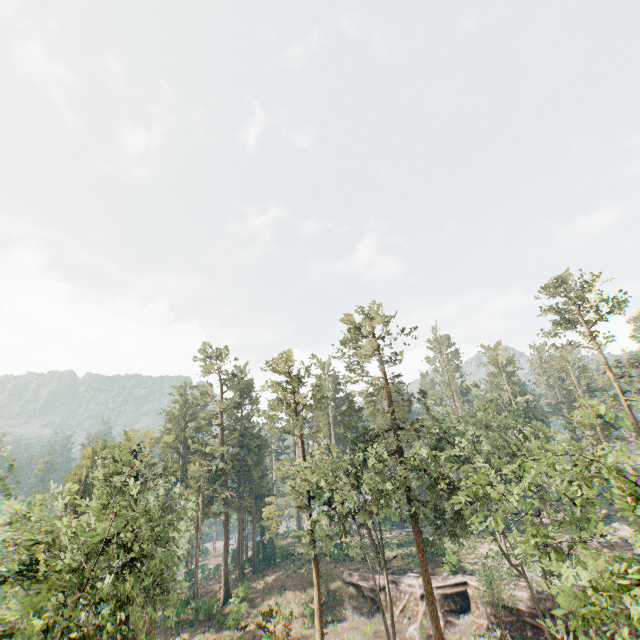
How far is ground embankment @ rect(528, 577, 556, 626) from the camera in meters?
28.3

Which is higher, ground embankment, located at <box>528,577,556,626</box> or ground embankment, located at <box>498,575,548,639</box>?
ground embankment, located at <box>528,577,556,626</box>

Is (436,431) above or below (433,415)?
below

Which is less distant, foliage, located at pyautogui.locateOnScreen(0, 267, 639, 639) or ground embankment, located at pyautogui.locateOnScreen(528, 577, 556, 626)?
foliage, located at pyautogui.locateOnScreen(0, 267, 639, 639)

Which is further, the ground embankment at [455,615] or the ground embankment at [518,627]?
the ground embankment at [455,615]

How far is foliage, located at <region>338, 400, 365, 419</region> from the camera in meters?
33.0
